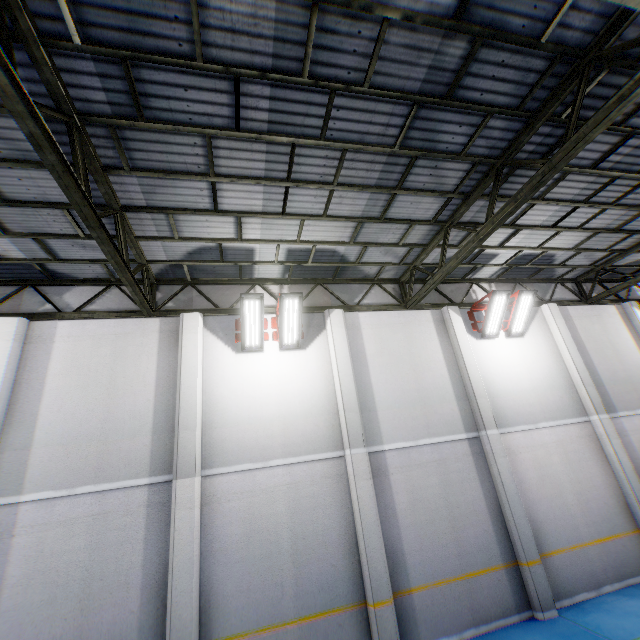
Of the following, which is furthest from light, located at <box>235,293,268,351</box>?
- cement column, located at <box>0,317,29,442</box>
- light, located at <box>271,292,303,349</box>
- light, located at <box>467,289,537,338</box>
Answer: light, located at <box>467,289,537,338</box>

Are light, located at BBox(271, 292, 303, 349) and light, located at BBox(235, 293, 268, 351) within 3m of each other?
yes

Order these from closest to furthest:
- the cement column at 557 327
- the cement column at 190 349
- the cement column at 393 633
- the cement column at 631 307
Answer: the cement column at 190 349, the cement column at 393 633, the cement column at 557 327, the cement column at 631 307

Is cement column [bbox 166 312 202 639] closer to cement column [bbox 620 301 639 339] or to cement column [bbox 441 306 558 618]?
cement column [bbox 441 306 558 618]

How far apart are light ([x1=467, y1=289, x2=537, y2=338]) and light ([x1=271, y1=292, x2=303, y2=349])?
5.62m

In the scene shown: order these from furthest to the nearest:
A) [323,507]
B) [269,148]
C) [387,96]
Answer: [323,507], [269,148], [387,96]

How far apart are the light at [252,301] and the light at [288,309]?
0.08m

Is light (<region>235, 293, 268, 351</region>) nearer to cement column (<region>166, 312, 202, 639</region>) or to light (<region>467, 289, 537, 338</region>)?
cement column (<region>166, 312, 202, 639</region>)
